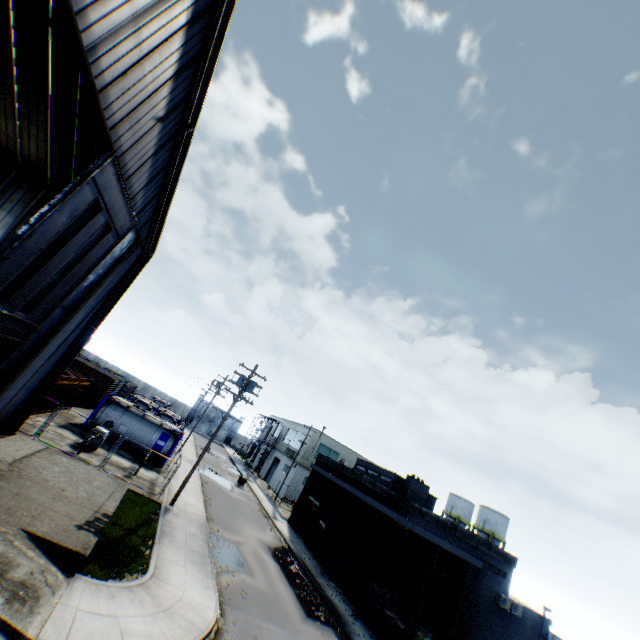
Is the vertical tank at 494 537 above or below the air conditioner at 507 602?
above

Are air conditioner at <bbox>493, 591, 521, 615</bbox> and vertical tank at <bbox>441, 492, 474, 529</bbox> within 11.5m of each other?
no

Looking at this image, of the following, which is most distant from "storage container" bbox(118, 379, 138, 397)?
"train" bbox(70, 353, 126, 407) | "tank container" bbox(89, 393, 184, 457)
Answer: "tank container" bbox(89, 393, 184, 457)

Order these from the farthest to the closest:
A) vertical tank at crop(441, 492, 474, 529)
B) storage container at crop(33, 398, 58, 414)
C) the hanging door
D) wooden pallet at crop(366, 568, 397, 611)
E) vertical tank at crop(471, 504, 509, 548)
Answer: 1. vertical tank at crop(441, 492, 474, 529)
2. vertical tank at crop(471, 504, 509, 548)
3. storage container at crop(33, 398, 58, 414)
4. wooden pallet at crop(366, 568, 397, 611)
5. the hanging door

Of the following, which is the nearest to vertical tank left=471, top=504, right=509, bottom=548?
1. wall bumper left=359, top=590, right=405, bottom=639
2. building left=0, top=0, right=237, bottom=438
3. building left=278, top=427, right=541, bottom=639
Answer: building left=278, top=427, right=541, bottom=639

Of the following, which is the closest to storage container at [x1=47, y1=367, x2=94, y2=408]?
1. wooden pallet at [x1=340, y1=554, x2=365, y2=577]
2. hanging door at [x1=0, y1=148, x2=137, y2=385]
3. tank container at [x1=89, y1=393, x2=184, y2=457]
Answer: tank container at [x1=89, y1=393, x2=184, y2=457]

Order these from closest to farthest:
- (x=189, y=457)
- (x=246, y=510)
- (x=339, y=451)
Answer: (x=246, y=510), (x=189, y=457), (x=339, y=451)

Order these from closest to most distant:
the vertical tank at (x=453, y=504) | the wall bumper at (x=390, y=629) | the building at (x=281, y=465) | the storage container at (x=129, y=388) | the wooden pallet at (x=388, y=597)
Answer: the wall bumper at (x=390, y=629), the wooden pallet at (x=388, y=597), the storage container at (x=129, y=388), the building at (x=281, y=465), the vertical tank at (x=453, y=504)
